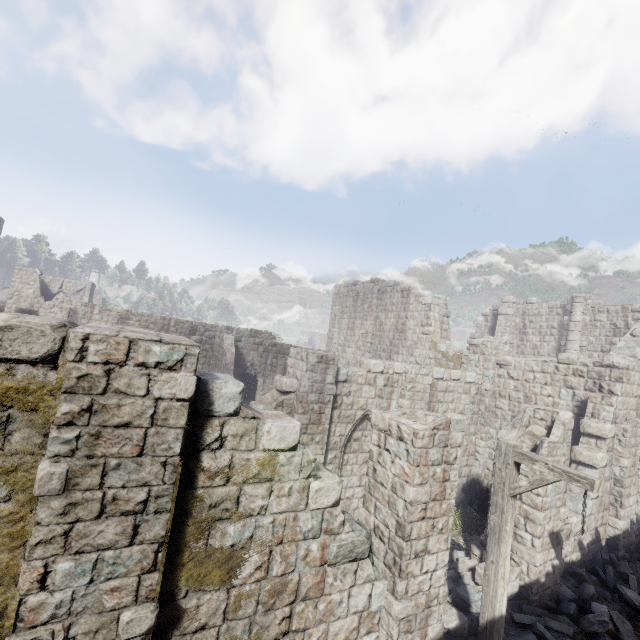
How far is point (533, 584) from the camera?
7.89m

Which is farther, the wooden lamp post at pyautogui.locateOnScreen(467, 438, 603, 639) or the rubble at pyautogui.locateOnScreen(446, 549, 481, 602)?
the rubble at pyautogui.locateOnScreen(446, 549, 481, 602)

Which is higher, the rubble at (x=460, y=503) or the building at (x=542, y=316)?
the building at (x=542, y=316)

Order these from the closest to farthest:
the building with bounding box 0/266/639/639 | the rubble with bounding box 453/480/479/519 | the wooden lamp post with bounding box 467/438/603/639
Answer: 1. the building with bounding box 0/266/639/639
2. the wooden lamp post with bounding box 467/438/603/639
3. the rubble with bounding box 453/480/479/519

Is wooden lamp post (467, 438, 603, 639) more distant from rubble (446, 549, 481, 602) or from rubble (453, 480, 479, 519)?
rubble (453, 480, 479, 519)

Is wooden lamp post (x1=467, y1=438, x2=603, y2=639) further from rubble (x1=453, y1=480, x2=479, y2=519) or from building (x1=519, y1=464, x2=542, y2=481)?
rubble (x1=453, y1=480, x2=479, y2=519)

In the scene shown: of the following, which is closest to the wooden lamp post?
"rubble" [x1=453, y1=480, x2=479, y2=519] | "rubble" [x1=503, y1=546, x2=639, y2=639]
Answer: "rubble" [x1=503, y1=546, x2=639, y2=639]

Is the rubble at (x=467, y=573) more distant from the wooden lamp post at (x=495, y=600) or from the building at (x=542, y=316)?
the wooden lamp post at (x=495, y=600)
